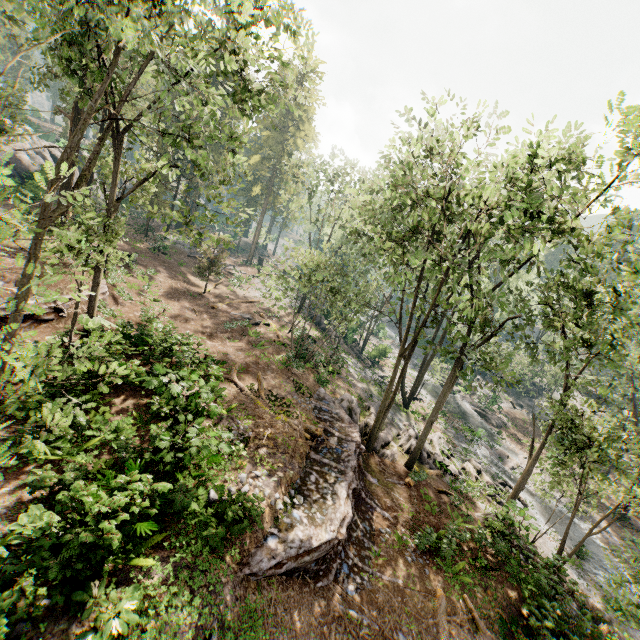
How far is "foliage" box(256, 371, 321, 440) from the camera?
15.27m

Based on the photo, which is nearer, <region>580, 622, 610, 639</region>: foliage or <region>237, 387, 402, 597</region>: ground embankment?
<region>237, 387, 402, 597</region>: ground embankment

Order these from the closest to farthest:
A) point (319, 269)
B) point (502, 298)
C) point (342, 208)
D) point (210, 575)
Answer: point (210, 575) < point (319, 269) < point (342, 208) < point (502, 298)

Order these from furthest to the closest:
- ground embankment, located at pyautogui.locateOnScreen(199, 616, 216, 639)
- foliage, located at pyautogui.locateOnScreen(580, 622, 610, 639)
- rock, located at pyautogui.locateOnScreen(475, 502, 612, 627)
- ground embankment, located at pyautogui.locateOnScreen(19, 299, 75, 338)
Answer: ground embankment, located at pyautogui.locateOnScreen(19, 299, 75, 338), rock, located at pyautogui.locateOnScreen(475, 502, 612, 627), foliage, located at pyautogui.locateOnScreen(580, 622, 610, 639), ground embankment, located at pyautogui.locateOnScreen(199, 616, 216, 639)

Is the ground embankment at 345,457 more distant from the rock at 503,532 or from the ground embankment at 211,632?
the rock at 503,532

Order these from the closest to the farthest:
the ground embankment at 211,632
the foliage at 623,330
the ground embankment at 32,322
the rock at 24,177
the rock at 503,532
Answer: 1. the ground embankment at 211,632
2. the foliage at 623,330
3. the rock at 503,532
4. the ground embankment at 32,322
5. the rock at 24,177

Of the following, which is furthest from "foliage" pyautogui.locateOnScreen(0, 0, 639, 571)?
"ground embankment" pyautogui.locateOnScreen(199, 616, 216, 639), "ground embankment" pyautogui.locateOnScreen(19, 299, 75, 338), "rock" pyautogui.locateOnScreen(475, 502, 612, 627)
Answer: "ground embankment" pyautogui.locateOnScreen(199, 616, 216, 639)

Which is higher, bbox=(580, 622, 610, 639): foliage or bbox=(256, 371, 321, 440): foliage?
bbox=(256, 371, 321, 440): foliage
